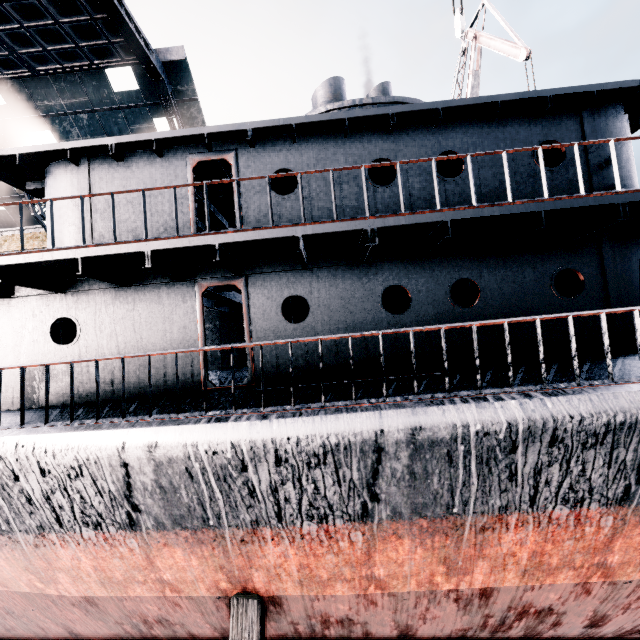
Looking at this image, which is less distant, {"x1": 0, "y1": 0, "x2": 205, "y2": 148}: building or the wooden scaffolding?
the wooden scaffolding

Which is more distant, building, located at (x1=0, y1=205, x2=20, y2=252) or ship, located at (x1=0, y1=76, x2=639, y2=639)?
building, located at (x1=0, y1=205, x2=20, y2=252)

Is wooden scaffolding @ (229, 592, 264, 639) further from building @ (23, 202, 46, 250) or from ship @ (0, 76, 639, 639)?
building @ (23, 202, 46, 250)

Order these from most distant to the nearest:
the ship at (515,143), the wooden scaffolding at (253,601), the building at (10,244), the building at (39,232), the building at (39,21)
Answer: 1. the building at (10,244)
2. the building at (39,232)
3. the building at (39,21)
4. the wooden scaffolding at (253,601)
5. the ship at (515,143)

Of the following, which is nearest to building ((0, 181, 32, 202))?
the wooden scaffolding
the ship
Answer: the ship

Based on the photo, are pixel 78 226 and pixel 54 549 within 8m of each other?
yes

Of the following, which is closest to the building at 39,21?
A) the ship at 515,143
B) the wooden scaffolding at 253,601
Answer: the ship at 515,143

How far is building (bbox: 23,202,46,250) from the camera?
23.59m
